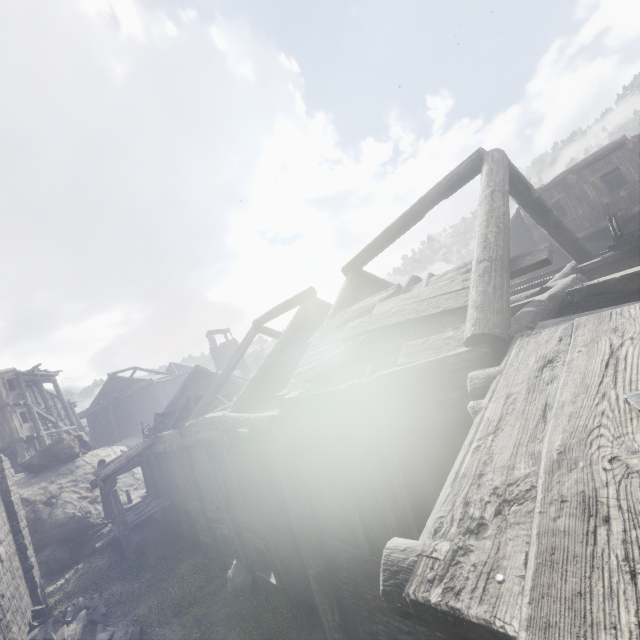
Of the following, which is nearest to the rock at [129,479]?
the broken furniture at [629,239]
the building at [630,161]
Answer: the building at [630,161]

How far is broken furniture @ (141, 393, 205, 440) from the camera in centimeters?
1378cm

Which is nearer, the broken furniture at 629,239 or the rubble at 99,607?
the broken furniture at 629,239

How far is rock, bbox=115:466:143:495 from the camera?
22.2m

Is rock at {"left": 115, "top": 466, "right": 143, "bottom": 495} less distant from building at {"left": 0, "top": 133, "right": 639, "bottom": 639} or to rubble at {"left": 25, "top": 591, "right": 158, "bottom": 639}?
building at {"left": 0, "top": 133, "right": 639, "bottom": 639}

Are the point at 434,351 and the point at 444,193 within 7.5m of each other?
yes

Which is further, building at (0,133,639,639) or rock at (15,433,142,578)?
rock at (15,433,142,578)
